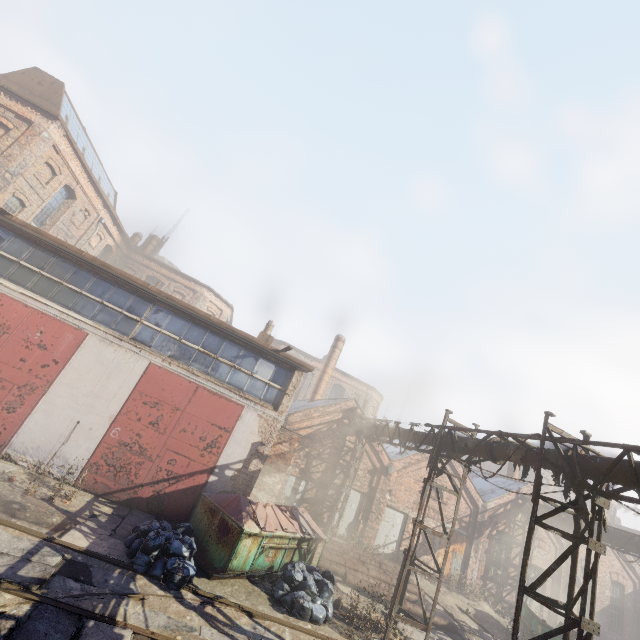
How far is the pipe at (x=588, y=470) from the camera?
6.9m

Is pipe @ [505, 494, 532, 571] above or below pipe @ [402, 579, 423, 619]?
above

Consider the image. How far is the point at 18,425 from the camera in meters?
10.0

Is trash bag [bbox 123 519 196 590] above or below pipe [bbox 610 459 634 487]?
below

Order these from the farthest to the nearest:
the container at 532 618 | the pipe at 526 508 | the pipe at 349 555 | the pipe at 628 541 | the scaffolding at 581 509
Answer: the pipe at 526 508
the pipe at 628 541
the container at 532 618
the pipe at 349 555
the scaffolding at 581 509

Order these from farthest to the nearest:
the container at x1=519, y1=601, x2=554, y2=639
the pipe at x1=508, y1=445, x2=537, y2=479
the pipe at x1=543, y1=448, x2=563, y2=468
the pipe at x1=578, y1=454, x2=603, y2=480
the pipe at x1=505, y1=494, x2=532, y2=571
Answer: the pipe at x1=505, y1=494, x2=532, y2=571 → the container at x1=519, y1=601, x2=554, y2=639 → the pipe at x1=508, y1=445, x2=537, y2=479 → the pipe at x1=543, y1=448, x2=563, y2=468 → the pipe at x1=578, y1=454, x2=603, y2=480

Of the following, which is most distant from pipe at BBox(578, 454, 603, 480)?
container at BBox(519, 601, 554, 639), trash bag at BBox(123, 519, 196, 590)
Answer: trash bag at BBox(123, 519, 196, 590)

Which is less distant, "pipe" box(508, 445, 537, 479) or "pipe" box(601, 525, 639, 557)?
"pipe" box(508, 445, 537, 479)
